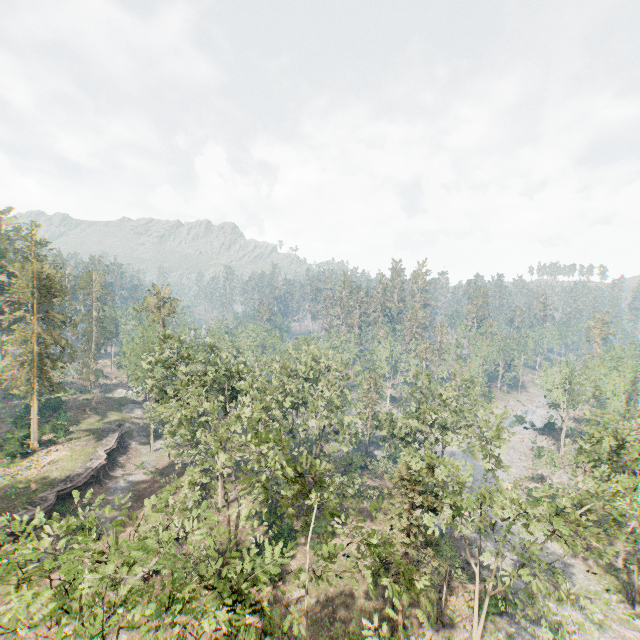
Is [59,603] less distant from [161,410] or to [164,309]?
[161,410]

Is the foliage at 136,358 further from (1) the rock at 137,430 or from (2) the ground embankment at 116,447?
(2) the ground embankment at 116,447

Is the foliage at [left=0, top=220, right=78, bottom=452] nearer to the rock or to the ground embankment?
the rock

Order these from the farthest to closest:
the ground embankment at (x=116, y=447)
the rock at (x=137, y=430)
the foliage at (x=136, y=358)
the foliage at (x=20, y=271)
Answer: the rock at (x=137, y=430)
the foliage at (x=20, y=271)
the ground embankment at (x=116, y=447)
the foliage at (x=136, y=358)

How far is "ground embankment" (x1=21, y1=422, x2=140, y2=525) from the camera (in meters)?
31.62

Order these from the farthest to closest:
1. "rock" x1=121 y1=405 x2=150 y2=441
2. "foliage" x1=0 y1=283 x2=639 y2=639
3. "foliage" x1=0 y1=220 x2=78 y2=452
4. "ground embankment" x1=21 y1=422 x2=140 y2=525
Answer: "rock" x1=121 y1=405 x2=150 y2=441
"foliage" x1=0 y1=220 x2=78 y2=452
"ground embankment" x1=21 y1=422 x2=140 y2=525
"foliage" x1=0 y1=283 x2=639 y2=639

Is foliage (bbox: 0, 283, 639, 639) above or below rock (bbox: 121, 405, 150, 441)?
above
